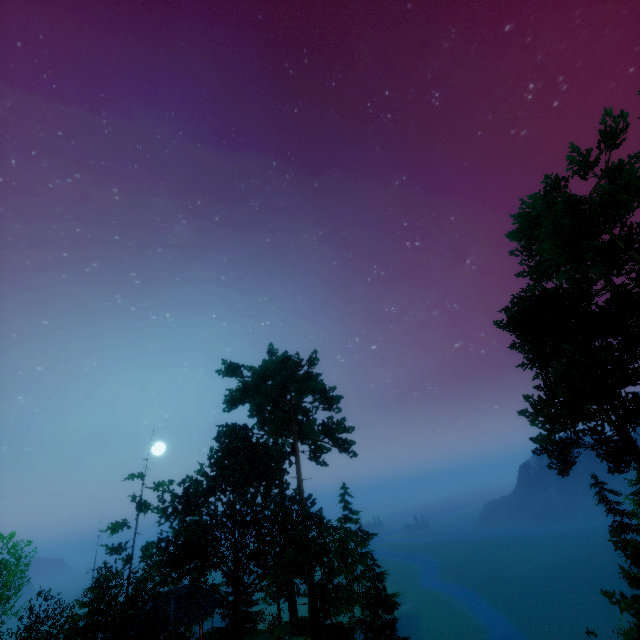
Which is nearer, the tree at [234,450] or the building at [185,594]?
the tree at [234,450]

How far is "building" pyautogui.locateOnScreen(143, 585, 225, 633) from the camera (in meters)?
22.06

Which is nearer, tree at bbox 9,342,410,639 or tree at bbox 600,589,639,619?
tree at bbox 600,589,639,619

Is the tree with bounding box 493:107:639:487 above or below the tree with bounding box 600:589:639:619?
above

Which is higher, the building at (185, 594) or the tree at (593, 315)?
the tree at (593, 315)

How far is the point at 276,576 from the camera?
20.4 meters

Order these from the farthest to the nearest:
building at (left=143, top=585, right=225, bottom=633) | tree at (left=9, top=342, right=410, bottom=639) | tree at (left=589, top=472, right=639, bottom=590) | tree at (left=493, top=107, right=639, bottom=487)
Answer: building at (left=143, top=585, right=225, bottom=633) → tree at (left=9, top=342, right=410, bottom=639) → tree at (left=493, top=107, right=639, bottom=487) → tree at (left=589, top=472, right=639, bottom=590)
